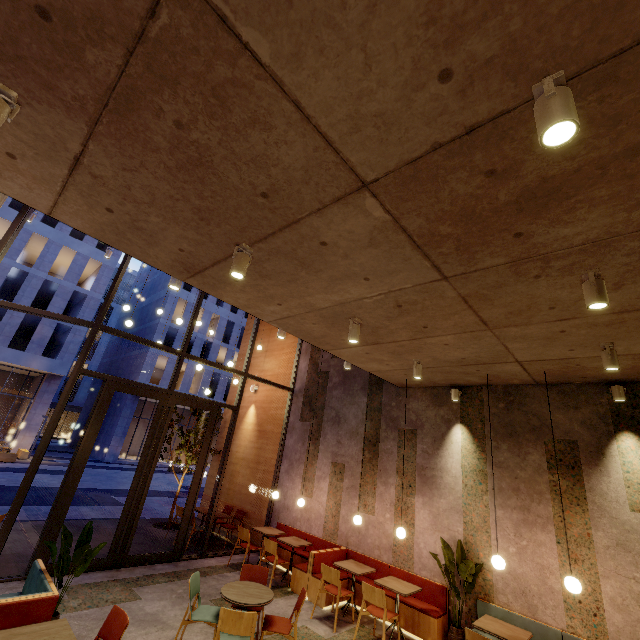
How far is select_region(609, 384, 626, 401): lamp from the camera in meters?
5.3 m

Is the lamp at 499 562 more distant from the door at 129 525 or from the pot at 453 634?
the door at 129 525

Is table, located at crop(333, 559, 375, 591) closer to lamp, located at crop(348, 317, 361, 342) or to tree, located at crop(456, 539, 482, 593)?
tree, located at crop(456, 539, 482, 593)

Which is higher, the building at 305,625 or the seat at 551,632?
the seat at 551,632

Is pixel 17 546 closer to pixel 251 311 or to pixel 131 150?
pixel 251 311

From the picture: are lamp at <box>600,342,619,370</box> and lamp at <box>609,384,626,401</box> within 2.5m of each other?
yes

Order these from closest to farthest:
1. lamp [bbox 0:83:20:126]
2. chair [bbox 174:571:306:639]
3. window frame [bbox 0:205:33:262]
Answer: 1. lamp [bbox 0:83:20:126]
2. chair [bbox 174:571:306:639]
3. window frame [bbox 0:205:33:262]

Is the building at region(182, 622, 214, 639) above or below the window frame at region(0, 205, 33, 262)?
below
